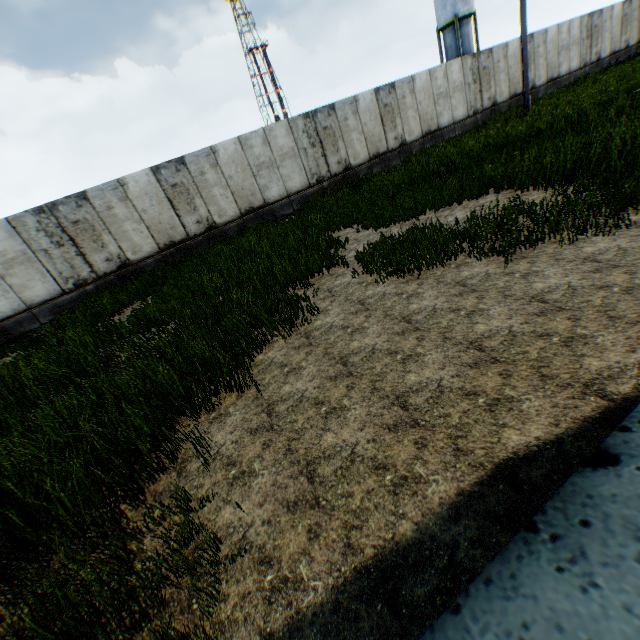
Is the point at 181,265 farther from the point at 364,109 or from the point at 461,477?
the point at 461,477
